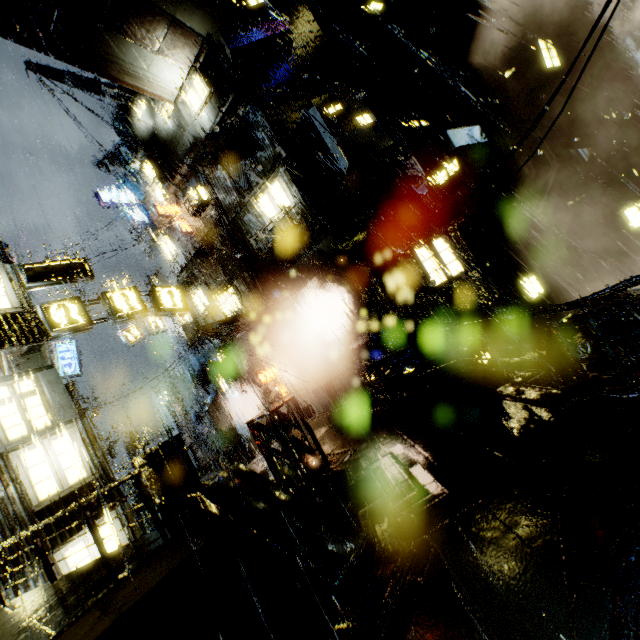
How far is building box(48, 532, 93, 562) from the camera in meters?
8.8

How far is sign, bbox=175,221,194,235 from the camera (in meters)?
21.56

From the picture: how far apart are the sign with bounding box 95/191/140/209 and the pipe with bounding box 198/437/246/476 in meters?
20.5 m

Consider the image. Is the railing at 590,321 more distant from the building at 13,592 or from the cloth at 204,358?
the cloth at 204,358

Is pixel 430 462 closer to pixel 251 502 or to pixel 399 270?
pixel 251 502

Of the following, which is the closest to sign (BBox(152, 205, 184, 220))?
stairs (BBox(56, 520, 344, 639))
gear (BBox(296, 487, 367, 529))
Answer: gear (BBox(296, 487, 367, 529))

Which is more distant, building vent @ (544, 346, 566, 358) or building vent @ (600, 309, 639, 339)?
building vent @ (544, 346, 566, 358)

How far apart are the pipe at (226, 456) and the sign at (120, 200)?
20.5m
